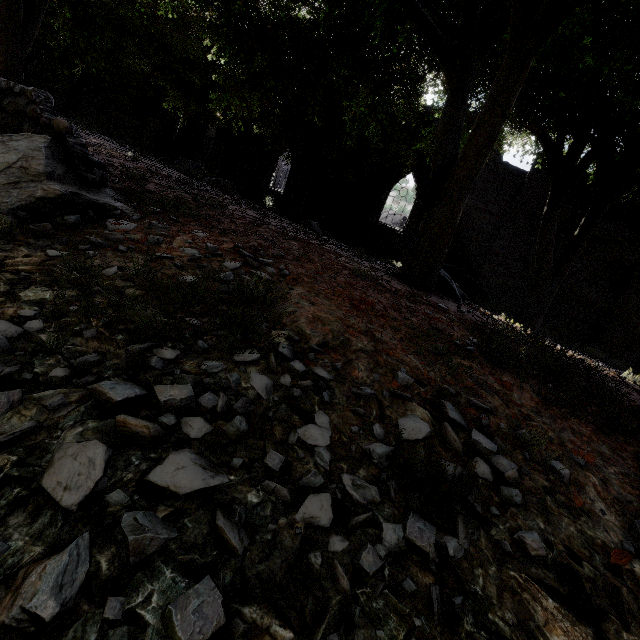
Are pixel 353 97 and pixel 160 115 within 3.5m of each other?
no

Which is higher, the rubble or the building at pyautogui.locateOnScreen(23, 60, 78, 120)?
the building at pyautogui.locateOnScreen(23, 60, 78, 120)

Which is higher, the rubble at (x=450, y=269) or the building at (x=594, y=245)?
the rubble at (x=450, y=269)

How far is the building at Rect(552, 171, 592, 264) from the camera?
12.29m

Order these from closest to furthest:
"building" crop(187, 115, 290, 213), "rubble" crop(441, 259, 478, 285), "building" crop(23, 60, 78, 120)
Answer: "rubble" crop(441, 259, 478, 285) < "building" crop(187, 115, 290, 213) < "building" crop(23, 60, 78, 120)

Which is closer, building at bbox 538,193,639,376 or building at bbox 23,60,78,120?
building at bbox 538,193,639,376

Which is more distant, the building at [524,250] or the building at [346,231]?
the building at [346,231]
